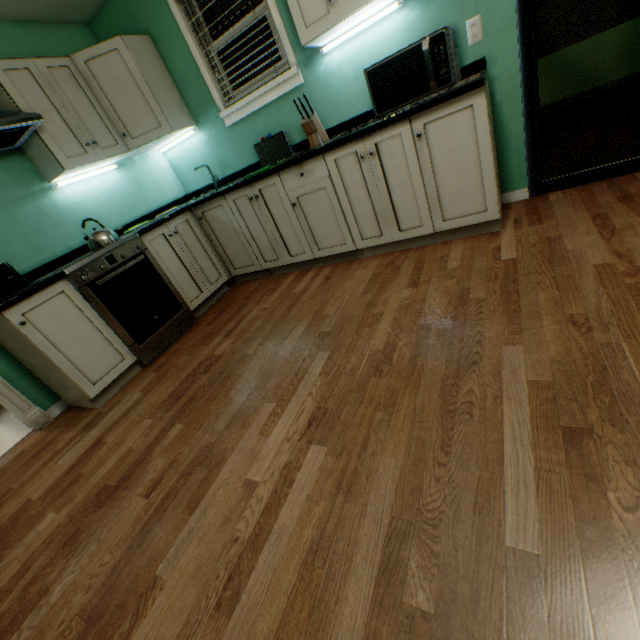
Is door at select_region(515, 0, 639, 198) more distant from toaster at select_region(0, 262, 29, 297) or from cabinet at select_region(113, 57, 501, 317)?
toaster at select_region(0, 262, 29, 297)

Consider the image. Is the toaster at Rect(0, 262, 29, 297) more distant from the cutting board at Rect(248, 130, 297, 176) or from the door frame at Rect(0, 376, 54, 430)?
the cutting board at Rect(248, 130, 297, 176)

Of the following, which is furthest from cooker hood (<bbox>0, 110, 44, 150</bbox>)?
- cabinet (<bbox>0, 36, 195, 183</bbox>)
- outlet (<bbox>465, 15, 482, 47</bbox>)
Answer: outlet (<bbox>465, 15, 482, 47</bbox>)

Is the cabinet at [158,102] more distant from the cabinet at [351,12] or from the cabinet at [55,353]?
the cabinet at [351,12]

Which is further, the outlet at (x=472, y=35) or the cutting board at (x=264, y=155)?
the cutting board at (x=264, y=155)

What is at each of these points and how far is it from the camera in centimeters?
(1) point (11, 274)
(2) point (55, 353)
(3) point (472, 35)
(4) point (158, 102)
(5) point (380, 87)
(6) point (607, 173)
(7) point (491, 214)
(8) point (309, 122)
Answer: (1) toaster, 203cm
(2) cabinet, 203cm
(3) outlet, 196cm
(4) cabinet, 273cm
(5) microwave oven, 196cm
(6) door, 216cm
(7) cabinet, 202cm
(8) knife stand, 226cm

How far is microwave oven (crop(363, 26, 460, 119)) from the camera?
1.76m

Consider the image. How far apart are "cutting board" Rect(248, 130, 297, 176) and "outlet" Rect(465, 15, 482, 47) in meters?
1.4
